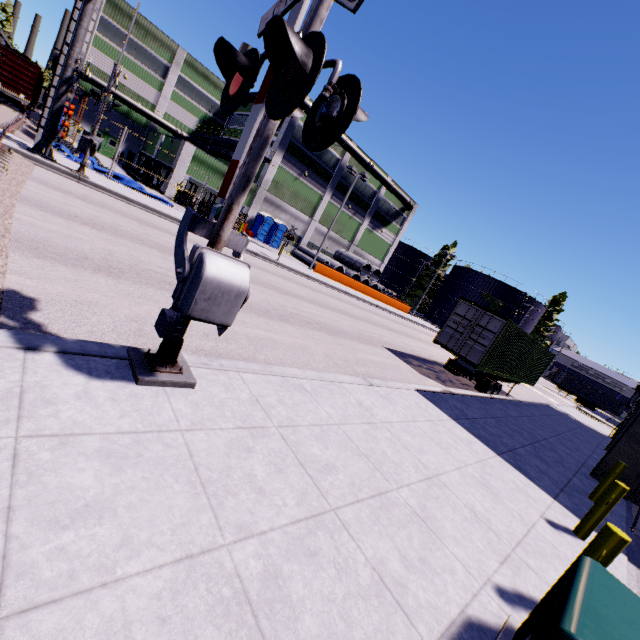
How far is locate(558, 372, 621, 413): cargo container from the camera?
51.47m

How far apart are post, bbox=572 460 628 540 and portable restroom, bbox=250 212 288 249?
27.4 meters

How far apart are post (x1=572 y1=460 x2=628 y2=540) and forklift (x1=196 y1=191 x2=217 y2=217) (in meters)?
27.17

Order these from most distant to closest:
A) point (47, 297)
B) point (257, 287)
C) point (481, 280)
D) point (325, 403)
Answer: point (481, 280), point (257, 287), point (325, 403), point (47, 297)

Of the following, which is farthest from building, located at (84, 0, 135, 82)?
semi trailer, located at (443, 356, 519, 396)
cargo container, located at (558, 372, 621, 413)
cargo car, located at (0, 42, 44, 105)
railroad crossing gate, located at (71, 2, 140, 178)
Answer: railroad crossing gate, located at (71, 2, 140, 178)

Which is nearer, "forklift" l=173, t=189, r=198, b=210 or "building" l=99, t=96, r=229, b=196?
"forklift" l=173, t=189, r=198, b=210

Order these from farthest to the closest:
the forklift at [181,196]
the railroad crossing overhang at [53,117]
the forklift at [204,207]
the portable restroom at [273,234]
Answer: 1. the portable restroom at [273,234]
2. the forklift at [204,207]
3. the forklift at [181,196]
4. the railroad crossing overhang at [53,117]

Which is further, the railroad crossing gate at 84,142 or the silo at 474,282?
the silo at 474,282
